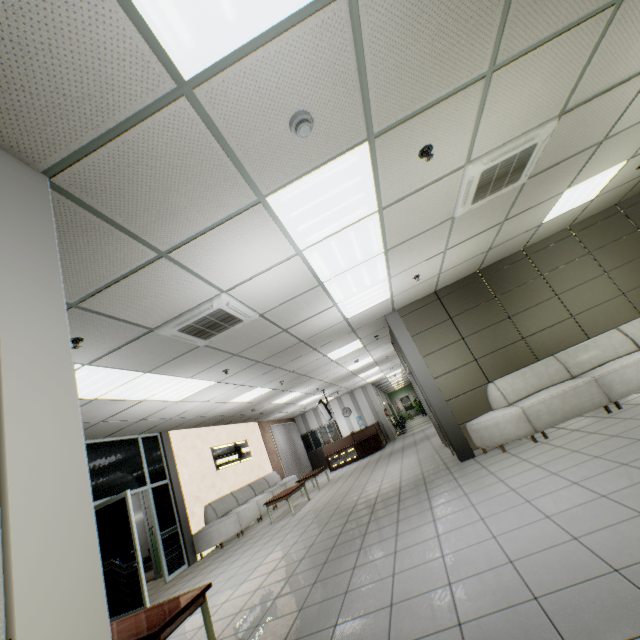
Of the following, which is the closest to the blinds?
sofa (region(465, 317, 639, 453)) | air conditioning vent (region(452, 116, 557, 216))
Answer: sofa (region(465, 317, 639, 453))

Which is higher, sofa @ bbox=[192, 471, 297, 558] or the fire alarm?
the fire alarm

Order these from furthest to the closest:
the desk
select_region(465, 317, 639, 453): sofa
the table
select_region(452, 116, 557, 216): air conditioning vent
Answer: the desk
select_region(465, 317, 639, 453): sofa
select_region(452, 116, 557, 216): air conditioning vent
the table

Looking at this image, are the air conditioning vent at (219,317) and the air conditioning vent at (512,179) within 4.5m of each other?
yes

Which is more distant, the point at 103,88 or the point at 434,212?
the point at 434,212

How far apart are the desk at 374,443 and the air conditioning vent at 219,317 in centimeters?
1171cm

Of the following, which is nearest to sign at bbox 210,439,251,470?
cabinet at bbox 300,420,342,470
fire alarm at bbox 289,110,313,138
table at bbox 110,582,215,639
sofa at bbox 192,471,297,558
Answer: sofa at bbox 192,471,297,558

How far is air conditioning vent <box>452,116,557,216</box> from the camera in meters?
3.3 m
